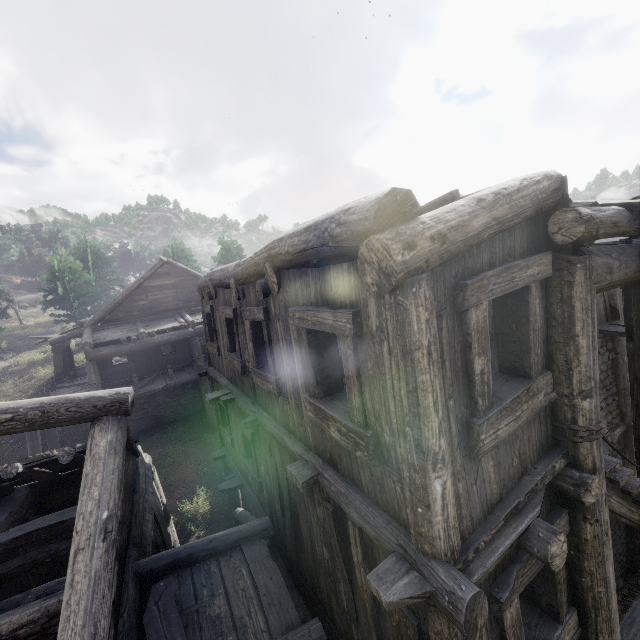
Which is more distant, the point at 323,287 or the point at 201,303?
the point at 201,303
